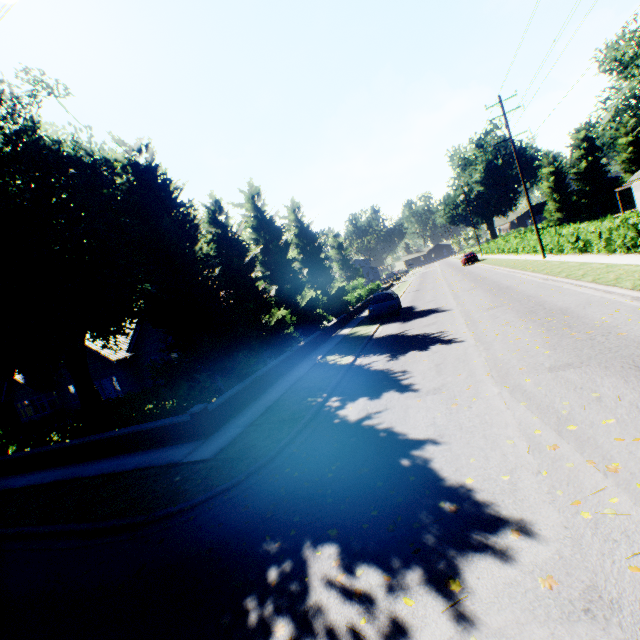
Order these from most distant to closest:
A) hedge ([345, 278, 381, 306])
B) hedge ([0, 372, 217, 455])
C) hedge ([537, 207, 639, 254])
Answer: hedge ([345, 278, 381, 306]), hedge ([537, 207, 639, 254]), hedge ([0, 372, 217, 455])

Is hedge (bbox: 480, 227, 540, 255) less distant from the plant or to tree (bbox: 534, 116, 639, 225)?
tree (bbox: 534, 116, 639, 225)

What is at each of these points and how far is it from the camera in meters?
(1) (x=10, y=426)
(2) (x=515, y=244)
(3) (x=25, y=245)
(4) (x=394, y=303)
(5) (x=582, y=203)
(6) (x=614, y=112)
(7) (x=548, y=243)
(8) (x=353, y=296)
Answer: (1) hedge, 29.6
(2) hedge, 33.1
(3) tree, 10.4
(4) car, 20.4
(5) tree, 47.8
(6) plant, 57.9
(7) hedge, 24.1
(8) hedge, 31.9

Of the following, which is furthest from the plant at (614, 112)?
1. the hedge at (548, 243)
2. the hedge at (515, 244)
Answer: the hedge at (548, 243)

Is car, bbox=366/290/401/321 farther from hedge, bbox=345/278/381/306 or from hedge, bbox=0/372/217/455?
hedge, bbox=0/372/217/455

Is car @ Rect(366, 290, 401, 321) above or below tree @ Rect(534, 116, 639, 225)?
below

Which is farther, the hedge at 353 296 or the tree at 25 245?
the hedge at 353 296

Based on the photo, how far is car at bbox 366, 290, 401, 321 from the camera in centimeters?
2006cm
